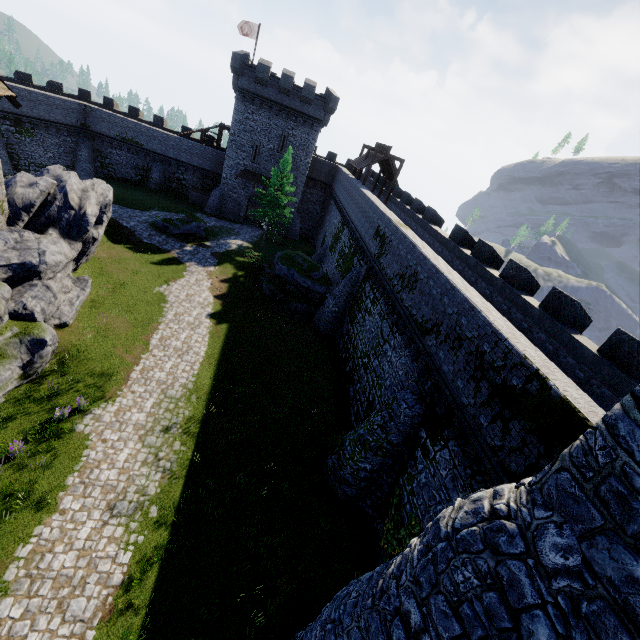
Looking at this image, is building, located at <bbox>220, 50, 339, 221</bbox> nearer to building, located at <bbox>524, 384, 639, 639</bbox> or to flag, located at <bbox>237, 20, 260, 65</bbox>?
flag, located at <bbox>237, 20, 260, 65</bbox>

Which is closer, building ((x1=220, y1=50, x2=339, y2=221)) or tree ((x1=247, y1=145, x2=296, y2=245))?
tree ((x1=247, y1=145, x2=296, y2=245))

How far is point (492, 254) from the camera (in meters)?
16.94

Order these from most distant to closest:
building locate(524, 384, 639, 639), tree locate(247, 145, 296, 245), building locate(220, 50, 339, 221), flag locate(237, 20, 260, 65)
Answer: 1. flag locate(237, 20, 260, 65)
2. building locate(220, 50, 339, 221)
3. tree locate(247, 145, 296, 245)
4. building locate(524, 384, 639, 639)

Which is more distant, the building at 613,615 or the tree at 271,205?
the tree at 271,205

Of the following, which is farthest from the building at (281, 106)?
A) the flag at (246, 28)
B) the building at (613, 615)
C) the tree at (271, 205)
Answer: the building at (613, 615)

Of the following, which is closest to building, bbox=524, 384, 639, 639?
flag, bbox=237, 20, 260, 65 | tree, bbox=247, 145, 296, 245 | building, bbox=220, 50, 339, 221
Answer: tree, bbox=247, 145, 296, 245

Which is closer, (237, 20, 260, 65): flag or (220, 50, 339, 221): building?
(220, 50, 339, 221): building
